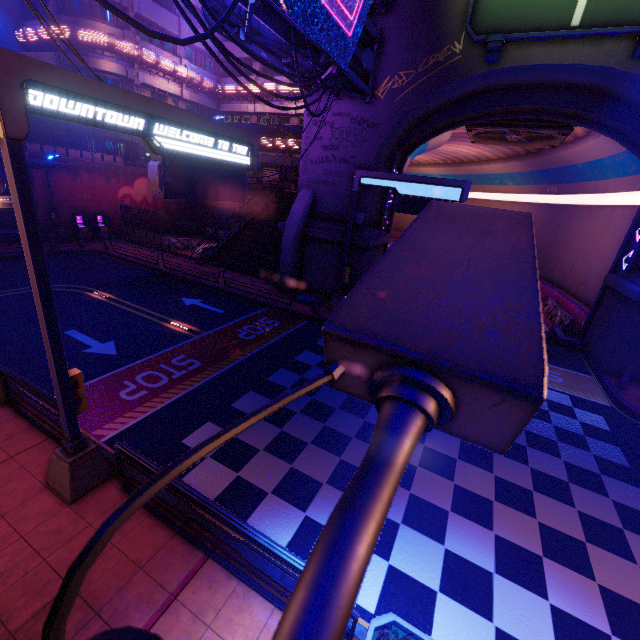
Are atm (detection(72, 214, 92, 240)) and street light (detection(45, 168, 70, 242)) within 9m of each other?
yes

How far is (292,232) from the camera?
18.8m

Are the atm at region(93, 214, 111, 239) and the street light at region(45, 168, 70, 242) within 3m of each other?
yes

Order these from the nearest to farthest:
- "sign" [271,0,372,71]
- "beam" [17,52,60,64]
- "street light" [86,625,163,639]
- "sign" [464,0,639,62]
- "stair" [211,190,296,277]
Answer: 1. "street light" [86,625,163,639]
2. "sign" [271,0,372,71]
3. "sign" [464,0,639,62]
4. "stair" [211,190,296,277]
5. "beam" [17,52,60,64]

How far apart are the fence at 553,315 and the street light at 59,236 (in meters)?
35.40

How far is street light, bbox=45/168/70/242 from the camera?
23.25m

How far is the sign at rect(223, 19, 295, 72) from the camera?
10.8 meters

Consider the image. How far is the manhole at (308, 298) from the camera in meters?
18.3 m
